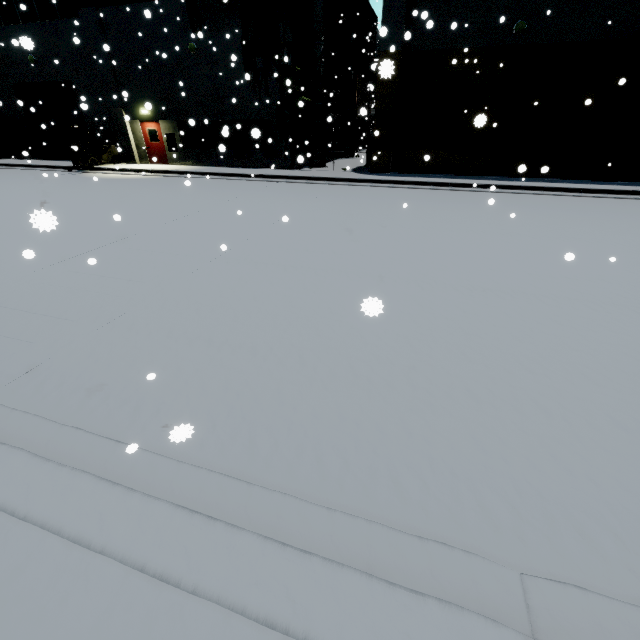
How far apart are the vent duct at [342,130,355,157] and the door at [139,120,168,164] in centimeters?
1289cm

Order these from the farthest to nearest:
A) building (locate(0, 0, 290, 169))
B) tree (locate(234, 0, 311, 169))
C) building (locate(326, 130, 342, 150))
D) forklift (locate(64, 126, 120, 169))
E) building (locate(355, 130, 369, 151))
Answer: building (locate(355, 130, 369, 151)) < building (locate(326, 130, 342, 150)) < forklift (locate(64, 126, 120, 169)) < building (locate(0, 0, 290, 169)) < tree (locate(234, 0, 311, 169))

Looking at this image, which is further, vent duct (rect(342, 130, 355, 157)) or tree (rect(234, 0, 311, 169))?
vent duct (rect(342, 130, 355, 157))

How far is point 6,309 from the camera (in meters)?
4.96

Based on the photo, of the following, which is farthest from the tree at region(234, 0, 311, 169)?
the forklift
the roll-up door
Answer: the forklift

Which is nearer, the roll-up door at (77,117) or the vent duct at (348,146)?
the roll-up door at (77,117)

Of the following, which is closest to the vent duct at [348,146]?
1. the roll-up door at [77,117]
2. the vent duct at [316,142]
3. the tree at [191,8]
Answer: the vent duct at [316,142]

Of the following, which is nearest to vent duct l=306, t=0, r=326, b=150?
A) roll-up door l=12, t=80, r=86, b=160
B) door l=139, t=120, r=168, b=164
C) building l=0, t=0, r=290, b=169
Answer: building l=0, t=0, r=290, b=169
